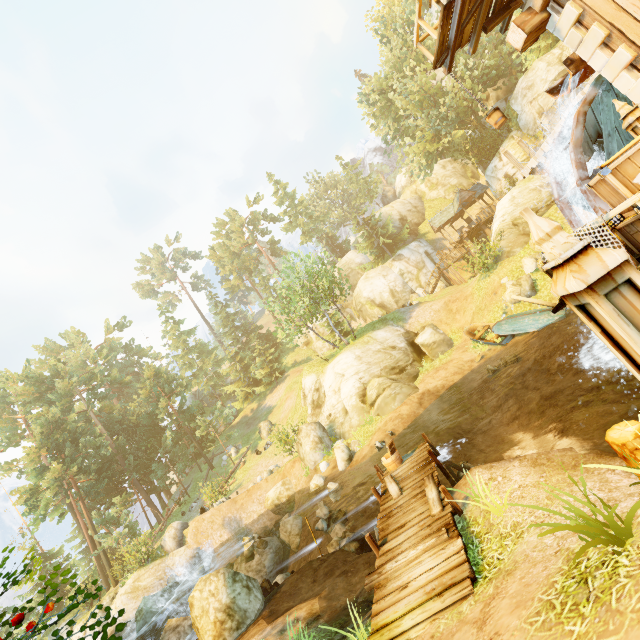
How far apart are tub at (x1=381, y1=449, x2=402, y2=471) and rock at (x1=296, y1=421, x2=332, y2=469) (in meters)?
10.17

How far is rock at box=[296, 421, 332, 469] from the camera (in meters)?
20.34

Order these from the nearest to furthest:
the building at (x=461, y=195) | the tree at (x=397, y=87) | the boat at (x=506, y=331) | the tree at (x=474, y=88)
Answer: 1. the boat at (x=506, y=331)
2. the tree at (x=474, y=88)
3. the tree at (x=397, y=87)
4. the building at (x=461, y=195)

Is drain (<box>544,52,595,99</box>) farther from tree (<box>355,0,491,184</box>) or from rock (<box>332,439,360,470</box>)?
rock (<box>332,439,360,470</box>)

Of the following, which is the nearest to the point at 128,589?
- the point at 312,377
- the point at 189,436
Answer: the point at 189,436

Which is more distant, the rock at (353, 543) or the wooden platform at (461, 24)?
the rock at (353, 543)

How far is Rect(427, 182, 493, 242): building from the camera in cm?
3506

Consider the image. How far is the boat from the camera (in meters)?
16.47
